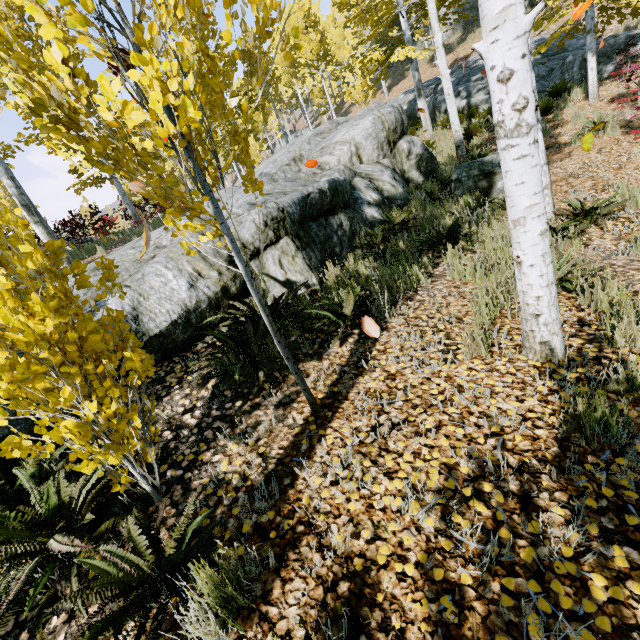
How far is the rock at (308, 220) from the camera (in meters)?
4.48

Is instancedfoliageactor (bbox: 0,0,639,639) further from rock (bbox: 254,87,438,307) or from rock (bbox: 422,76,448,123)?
rock (bbox: 422,76,448,123)

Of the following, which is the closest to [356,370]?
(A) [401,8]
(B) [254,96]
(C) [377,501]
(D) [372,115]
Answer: (C) [377,501]

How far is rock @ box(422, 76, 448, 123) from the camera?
14.14m

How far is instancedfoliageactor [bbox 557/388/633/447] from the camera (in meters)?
1.88

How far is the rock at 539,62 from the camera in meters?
11.0 m

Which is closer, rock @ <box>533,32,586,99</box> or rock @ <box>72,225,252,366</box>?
rock @ <box>72,225,252,366</box>
